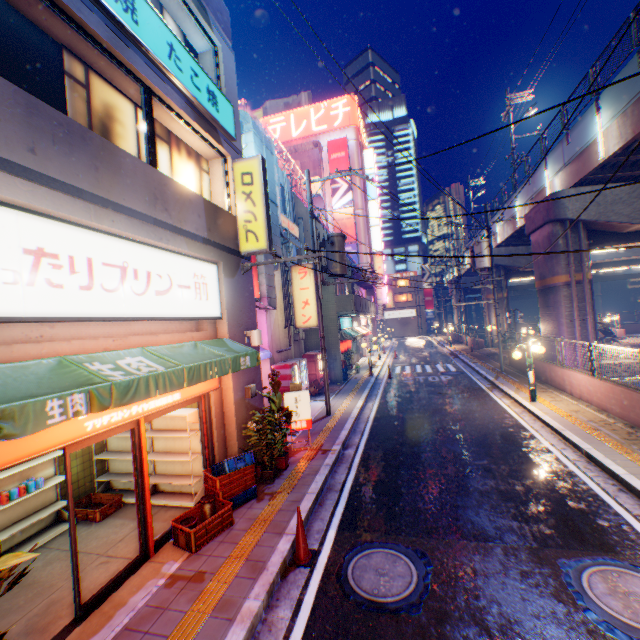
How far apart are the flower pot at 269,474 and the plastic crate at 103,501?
2.9m

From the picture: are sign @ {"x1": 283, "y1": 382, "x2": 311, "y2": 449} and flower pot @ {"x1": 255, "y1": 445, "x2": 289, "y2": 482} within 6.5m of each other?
yes

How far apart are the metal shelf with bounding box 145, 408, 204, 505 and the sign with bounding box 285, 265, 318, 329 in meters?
9.6

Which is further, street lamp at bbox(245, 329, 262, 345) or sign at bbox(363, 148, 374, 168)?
sign at bbox(363, 148, 374, 168)

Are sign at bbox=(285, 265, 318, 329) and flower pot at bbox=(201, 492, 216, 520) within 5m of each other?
no

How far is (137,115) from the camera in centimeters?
632cm

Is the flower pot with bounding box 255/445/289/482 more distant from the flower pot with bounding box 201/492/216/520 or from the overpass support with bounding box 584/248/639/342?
the overpass support with bounding box 584/248/639/342

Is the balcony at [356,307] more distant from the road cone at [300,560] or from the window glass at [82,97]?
the road cone at [300,560]
